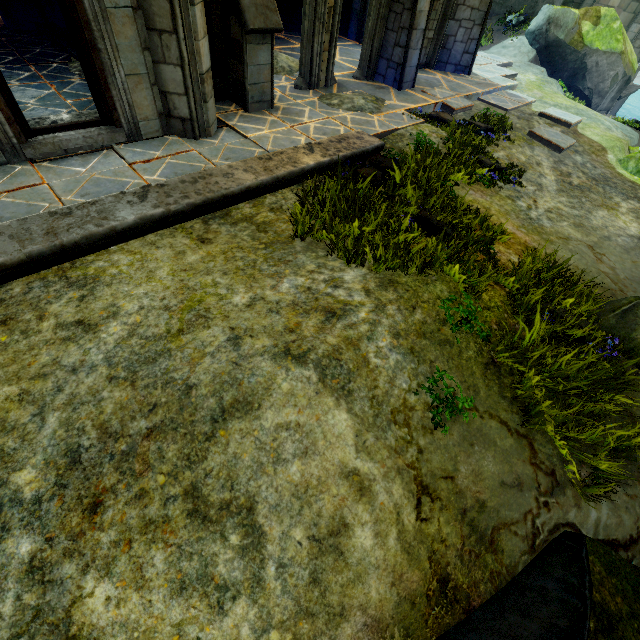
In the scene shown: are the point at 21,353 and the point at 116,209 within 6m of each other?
yes

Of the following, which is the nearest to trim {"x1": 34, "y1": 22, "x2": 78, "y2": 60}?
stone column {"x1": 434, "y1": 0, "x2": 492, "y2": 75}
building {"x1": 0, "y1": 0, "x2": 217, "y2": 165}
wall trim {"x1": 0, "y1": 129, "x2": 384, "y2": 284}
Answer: building {"x1": 0, "y1": 0, "x2": 217, "y2": 165}

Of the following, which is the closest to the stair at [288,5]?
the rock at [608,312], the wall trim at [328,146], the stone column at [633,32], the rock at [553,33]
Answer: the rock at [553,33]

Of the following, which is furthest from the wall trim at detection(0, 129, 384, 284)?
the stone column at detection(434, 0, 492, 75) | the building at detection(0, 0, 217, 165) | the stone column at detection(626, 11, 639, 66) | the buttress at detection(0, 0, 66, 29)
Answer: the stone column at detection(626, 11, 639, 66)

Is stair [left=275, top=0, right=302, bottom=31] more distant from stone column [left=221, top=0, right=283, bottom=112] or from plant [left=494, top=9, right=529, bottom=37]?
plant [left=494, top=9, right=529, bottom=37]

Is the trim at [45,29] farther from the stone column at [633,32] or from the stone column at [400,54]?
the stone column at [633,32]

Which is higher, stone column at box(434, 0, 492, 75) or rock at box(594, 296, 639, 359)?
stone column at box(434, 0, 492, 75)

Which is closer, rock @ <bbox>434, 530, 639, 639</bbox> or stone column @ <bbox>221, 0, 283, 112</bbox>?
rock @ <bbox>434, 530, 639, 639</bbox>
